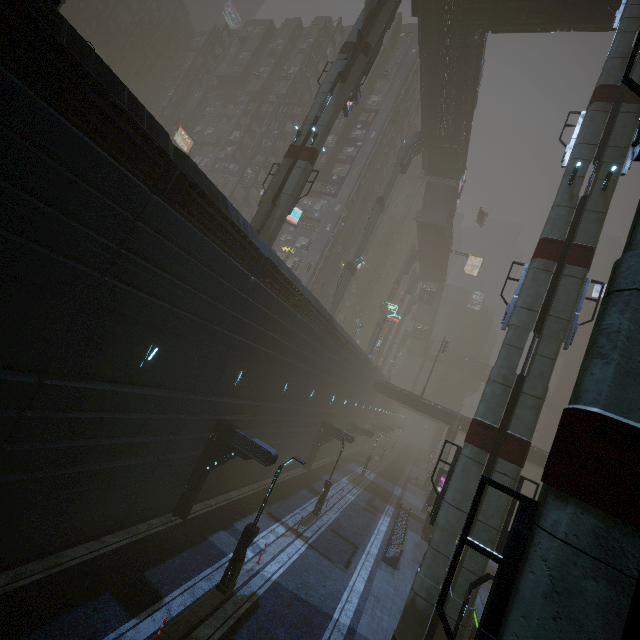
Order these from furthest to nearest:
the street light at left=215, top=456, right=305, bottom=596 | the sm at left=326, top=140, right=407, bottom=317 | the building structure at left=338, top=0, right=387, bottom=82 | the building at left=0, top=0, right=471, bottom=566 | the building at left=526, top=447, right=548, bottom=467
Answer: the building at left=526, top=447, right=548, bottom=467 → the sm at left=326, top=140, right=407, bottom=317 → the building structure at left=338, top=0, right=387, bottom=82 → the street light at left=215, top=456, right=305, bottom=596 → the building at left=0, top=0, right=471, bottom=566

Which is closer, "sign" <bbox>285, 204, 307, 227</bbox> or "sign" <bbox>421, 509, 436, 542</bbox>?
"sign" <bbox>421, 509, 436, 542</bbox>

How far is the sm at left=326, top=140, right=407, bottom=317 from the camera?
36.7 meters

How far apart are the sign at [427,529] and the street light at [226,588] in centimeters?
2045cm

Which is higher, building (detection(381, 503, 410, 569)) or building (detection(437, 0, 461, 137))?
building (detection(437, 0, 461, 137))

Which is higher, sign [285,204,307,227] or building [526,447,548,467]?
sign [285,204,307,227]

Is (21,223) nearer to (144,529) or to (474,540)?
(144,529)

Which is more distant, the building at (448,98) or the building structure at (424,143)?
the building structure at (424,143)
